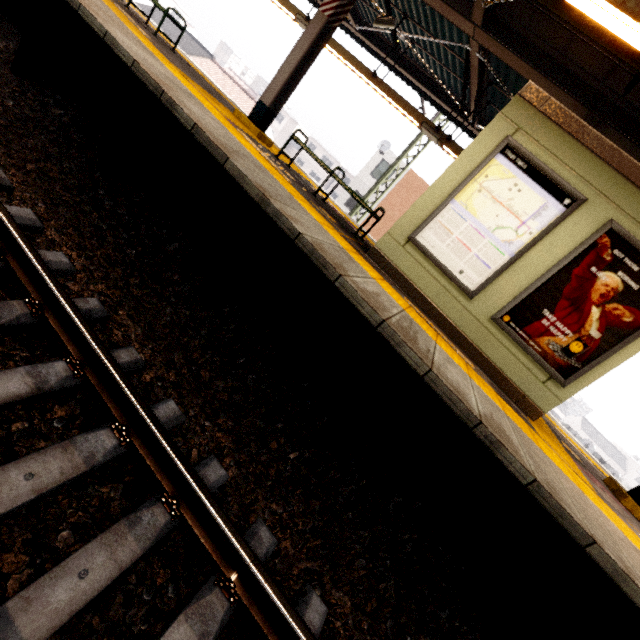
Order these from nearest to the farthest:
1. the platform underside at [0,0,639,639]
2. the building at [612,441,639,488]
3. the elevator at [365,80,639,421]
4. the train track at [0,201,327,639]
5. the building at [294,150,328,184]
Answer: the train track at [0,201,327,639]
the platform underside at [0,0,639,639]
the elevator at [365,80,639,421]
the building at [612,441,639,488]
the building at [294,150,328,184]

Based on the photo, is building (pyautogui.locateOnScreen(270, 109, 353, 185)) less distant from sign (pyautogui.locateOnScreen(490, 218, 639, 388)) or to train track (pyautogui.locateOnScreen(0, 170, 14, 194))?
train track (pyautogui.locateOnScreen(0, 170, 14, 194))

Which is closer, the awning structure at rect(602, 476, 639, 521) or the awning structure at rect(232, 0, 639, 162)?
the awning structure at rect(232, 0, 639, 162)

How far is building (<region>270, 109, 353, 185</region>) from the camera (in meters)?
51.38

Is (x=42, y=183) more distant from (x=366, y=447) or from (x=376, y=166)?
(x=376, y=166)

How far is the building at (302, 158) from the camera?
52.1 meters

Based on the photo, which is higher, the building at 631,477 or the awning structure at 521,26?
the awning structure at 521,26

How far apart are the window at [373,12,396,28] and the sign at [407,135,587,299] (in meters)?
4.84
